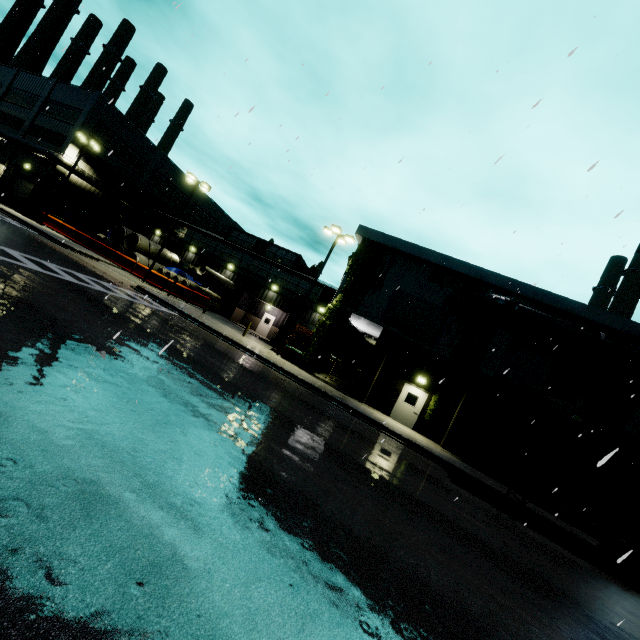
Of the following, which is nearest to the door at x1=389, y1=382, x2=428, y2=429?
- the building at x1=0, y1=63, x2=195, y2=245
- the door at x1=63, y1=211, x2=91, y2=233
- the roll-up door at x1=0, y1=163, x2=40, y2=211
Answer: the building at x1=0, y1=63, x2=195, y2=245

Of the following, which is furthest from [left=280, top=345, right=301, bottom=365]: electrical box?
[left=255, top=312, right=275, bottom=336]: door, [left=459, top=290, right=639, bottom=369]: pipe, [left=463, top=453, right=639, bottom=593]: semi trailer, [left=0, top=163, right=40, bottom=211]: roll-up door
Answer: [left=0, top=163, right=40, bottom=211]: roll-up door

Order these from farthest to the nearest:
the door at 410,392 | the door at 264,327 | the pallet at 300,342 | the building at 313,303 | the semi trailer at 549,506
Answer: the door at 264,327 < the pallet at 300,342 < the building at 313,303 < the door at 410,392 < the semi trailer at 549,506

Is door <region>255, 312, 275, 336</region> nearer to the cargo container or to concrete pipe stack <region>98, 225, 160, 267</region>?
concrete pipe stack <region>98, 225, 160, 267</region>

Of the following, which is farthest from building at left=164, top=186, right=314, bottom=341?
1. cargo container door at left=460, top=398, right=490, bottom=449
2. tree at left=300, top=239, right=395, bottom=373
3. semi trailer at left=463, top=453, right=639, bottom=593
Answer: semi trailer at left=463, top=453, right=639, bottom=593

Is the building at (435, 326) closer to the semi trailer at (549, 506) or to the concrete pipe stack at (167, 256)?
the concrete pipe stack at (167, 256)

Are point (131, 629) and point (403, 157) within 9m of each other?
yes

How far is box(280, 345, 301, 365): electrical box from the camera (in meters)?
21.98
